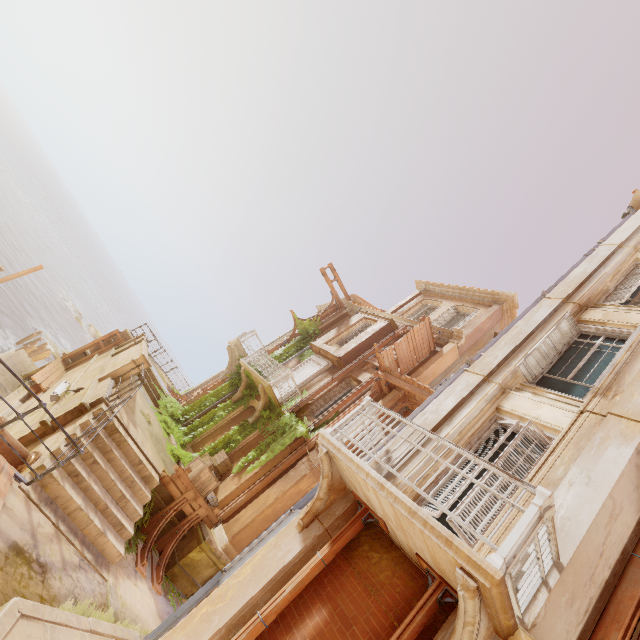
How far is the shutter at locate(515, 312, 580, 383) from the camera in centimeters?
737cm

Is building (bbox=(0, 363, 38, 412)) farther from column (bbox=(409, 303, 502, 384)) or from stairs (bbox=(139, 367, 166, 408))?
column (bbox=(409, 303, 502, 384))

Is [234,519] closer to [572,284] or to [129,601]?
[129,601]

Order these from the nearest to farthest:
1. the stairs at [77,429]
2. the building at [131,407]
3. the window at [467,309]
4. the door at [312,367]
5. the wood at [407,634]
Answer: the wood at [407,634], the stairs at [77,429], the building at [131,407], the door at [312,367], the window at [467,309]

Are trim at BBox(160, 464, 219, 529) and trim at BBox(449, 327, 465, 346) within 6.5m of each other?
no

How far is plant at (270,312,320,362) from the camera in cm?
1920

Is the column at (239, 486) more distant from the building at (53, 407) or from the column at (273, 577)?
the column at (273, 577)

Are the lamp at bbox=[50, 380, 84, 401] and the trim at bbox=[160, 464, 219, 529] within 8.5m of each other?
yes
